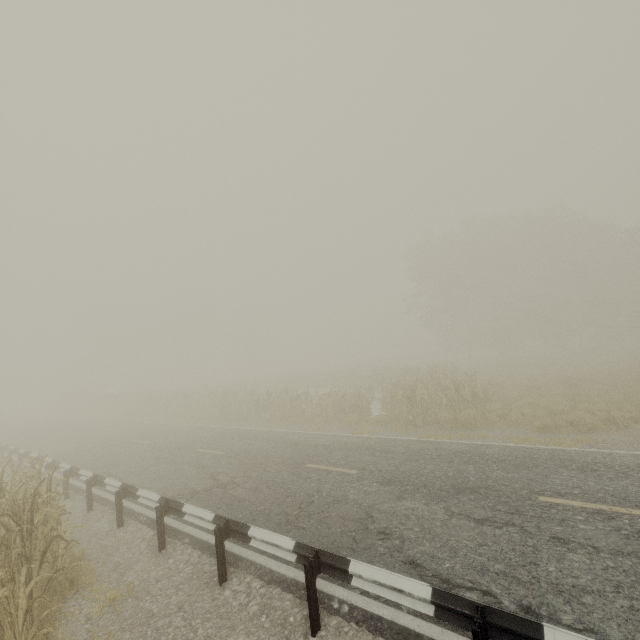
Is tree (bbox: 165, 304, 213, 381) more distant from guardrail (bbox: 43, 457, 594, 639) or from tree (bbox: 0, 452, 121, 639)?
guardrail (bbox: 43, 457, 594, 639)

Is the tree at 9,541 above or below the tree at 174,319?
below

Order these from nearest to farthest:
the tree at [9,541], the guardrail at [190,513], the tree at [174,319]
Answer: the guardrail at [190,513]
the tree at [9,541]
the tree at [174,319]

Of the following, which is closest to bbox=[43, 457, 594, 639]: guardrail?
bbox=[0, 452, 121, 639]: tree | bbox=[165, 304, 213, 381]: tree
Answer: bbox=[0, 452, 121, 639]: tree

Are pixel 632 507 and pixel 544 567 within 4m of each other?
yes

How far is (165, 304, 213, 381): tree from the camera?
56.8m

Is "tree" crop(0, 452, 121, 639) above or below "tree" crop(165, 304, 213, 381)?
below
